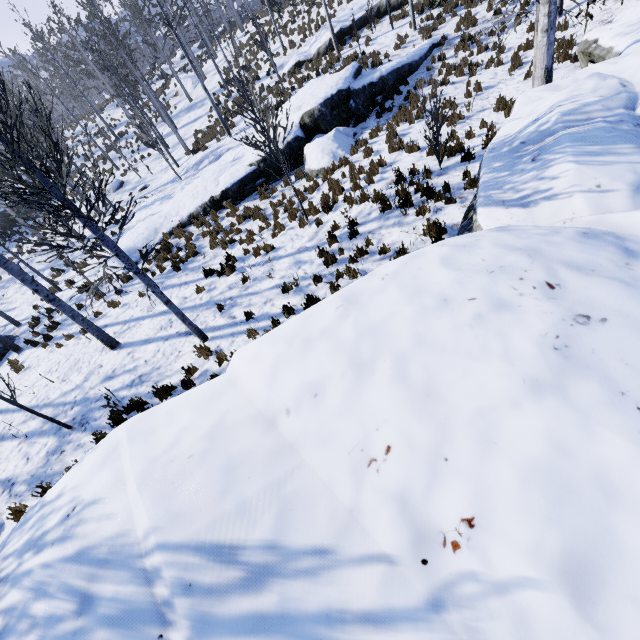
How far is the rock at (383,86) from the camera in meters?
12.5

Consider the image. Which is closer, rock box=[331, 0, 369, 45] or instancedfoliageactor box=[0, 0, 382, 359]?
instancedfoliageactor box=[0, 0, 382, 359]

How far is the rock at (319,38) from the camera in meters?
20.1 m

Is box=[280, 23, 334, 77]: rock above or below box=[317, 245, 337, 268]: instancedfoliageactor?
above

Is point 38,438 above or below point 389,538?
below

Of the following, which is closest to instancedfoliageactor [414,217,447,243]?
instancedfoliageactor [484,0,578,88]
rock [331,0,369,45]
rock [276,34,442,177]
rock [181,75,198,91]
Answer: rock [331,0,369,45]

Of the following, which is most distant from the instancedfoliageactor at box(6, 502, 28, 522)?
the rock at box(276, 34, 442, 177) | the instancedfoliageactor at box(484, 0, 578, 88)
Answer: the instancedfoliageactor at box(484, 0, 578, 88)

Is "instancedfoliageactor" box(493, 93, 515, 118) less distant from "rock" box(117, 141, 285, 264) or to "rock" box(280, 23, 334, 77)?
"rock" box(280, 23, 334, 77)
